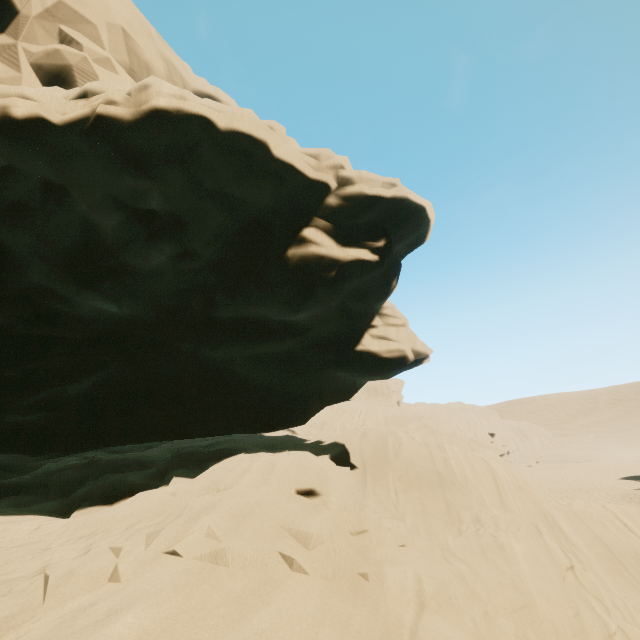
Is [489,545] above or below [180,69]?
below
